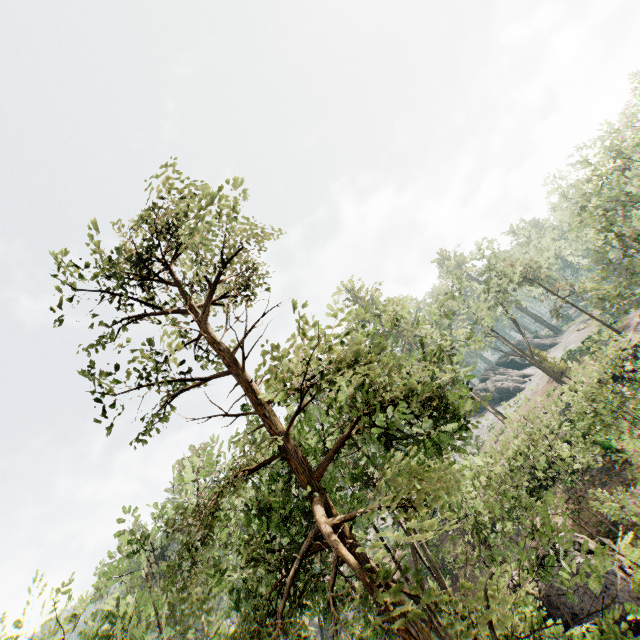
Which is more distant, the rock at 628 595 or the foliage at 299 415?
the rock at 628 595

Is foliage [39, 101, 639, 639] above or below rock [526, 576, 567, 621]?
above

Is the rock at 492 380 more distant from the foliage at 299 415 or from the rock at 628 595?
the rock at 628 595

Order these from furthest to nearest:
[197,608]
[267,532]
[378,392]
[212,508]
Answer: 1. [378,392]
2. [267,532]
3. [212,508]
4. [197,608]

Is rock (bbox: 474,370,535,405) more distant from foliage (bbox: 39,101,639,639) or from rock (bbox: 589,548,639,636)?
rock (bbox: 589,548,639,636)

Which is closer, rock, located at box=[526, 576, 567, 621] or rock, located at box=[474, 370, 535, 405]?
rock, located at box=[526, 576, 567, 621]
